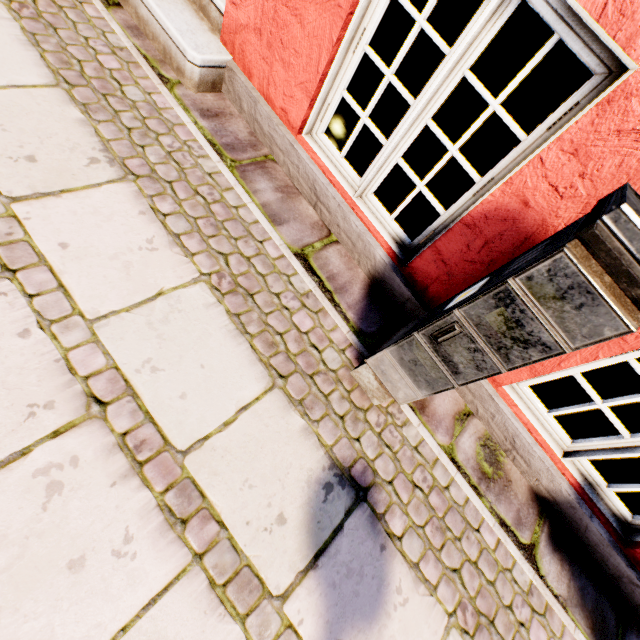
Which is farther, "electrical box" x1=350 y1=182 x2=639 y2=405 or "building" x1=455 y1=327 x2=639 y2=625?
"building" x1=455 y1=327 x2=639 y2=625

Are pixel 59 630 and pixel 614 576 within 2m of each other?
no

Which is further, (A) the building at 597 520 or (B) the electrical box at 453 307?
(A) the building at 597 520
